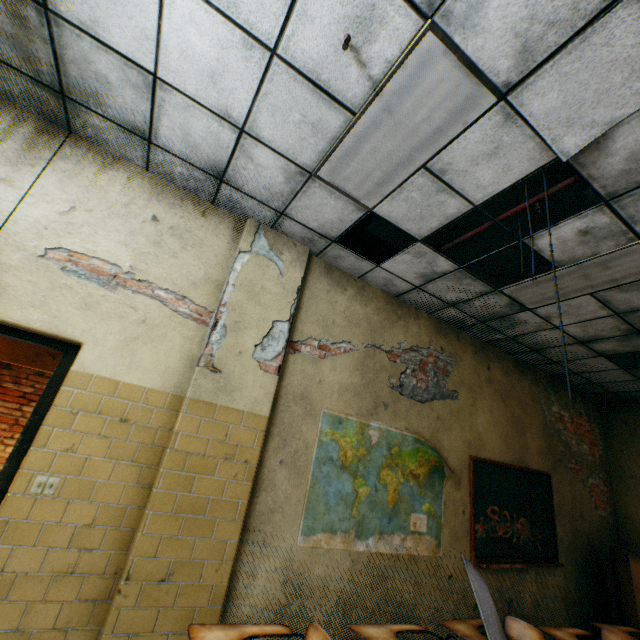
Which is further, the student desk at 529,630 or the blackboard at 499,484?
the blackboard at 499,484

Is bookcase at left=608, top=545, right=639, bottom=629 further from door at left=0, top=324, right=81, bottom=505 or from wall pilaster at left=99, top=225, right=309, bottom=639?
door at left=0, top=324, right=81, bottom=505

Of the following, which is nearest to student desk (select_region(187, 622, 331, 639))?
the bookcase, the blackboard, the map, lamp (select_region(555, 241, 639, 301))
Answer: the map

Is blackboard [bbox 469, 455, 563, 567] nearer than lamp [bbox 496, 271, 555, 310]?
No

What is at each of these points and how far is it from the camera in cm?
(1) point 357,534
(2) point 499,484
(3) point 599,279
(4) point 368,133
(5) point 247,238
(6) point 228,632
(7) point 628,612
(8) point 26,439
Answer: (1) map, 337
(2) blackboard, 465
(3) lamp, 341
(4) lamp, 242
(5) wall pilaster, 349
(6) student desk, 188
(7) bookcase, 457
(8) door, 240

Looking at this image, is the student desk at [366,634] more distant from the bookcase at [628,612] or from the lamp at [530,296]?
the bookcase at [628,612]

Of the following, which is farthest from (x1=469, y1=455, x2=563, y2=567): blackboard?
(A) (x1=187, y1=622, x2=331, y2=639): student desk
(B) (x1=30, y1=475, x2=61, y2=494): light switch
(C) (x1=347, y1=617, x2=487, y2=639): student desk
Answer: (B) (x1=30, y1=475, x2=61, y2=494): light switch

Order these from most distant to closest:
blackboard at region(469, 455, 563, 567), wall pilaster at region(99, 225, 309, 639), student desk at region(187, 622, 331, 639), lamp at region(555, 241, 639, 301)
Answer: blackboard at region(469, 455, 563, 567) → lamp at region(555, 241, 639, 301) → wall pilaster at region(99, 225, 309, 639) → student desk at region(187, 622, 331, 639)
